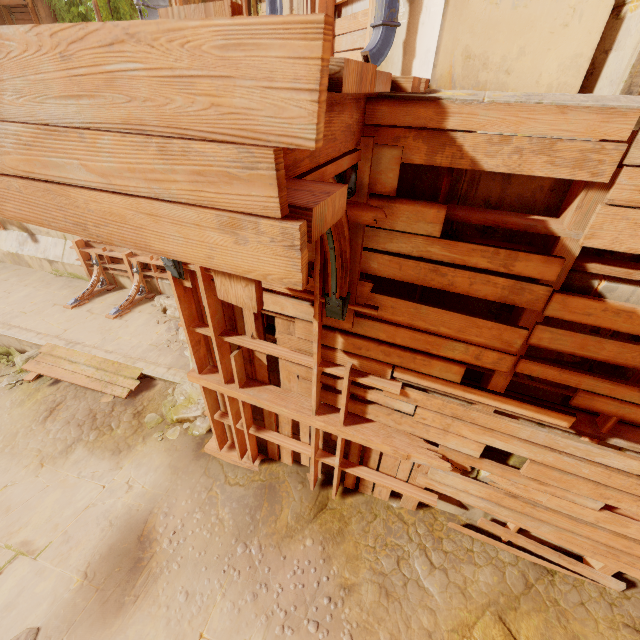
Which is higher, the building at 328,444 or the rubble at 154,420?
the building at 328,444

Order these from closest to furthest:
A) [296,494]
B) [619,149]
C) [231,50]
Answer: [231,50]
[619,149]
[296,494]

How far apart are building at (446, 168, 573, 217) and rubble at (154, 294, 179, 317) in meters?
5.9

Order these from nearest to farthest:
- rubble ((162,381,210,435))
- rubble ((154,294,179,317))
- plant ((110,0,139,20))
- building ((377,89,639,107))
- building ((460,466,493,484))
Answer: building ((377,89,639,107))
building ((460,466,493,484))
rubble ((162,381,210,435))
rubble ((154,294,179,317))
plant ((110,0,139,20))

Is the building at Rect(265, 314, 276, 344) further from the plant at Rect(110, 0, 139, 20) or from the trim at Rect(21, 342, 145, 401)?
the trim at Rect(21, 342, 145, 401)

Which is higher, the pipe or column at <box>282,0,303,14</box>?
column at <box>282,0,303,14</box>

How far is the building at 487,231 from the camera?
2.2 meters

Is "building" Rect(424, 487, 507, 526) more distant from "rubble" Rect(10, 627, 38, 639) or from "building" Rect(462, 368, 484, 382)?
"rubble" Rect(10, 627, 38, 639)
